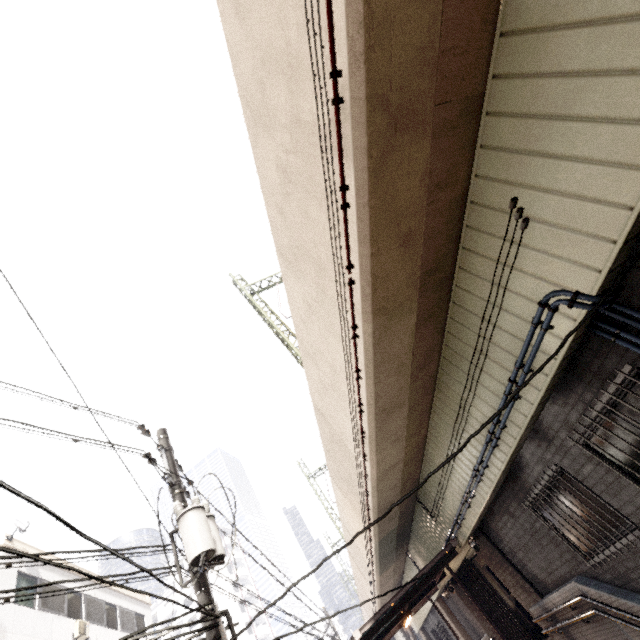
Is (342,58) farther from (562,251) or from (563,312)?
(563,312)

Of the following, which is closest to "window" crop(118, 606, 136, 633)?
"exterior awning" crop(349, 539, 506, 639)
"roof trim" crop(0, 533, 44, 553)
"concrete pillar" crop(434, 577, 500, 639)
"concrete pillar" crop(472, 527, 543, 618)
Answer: "roof trim" crop(0, 533, 44, 553)

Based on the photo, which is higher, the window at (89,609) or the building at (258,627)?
the building at (258,627)

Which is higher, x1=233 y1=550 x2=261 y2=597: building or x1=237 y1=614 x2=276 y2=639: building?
x1=233 y1=550 x2=261 y2=597: building

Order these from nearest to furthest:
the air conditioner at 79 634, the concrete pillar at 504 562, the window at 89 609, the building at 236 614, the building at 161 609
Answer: the concrete pillar at 504 562 < the air conditioner at 79 634 < the window at 89 609 < the building at 236 614 < the building at 161 609

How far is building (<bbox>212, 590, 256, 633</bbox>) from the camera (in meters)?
49.72

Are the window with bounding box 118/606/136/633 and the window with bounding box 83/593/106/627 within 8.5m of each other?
yes

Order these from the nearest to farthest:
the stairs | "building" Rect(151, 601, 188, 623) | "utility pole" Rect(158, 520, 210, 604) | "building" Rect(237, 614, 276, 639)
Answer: "utility pole" Rect(158, 520, 210, 604), the stairs, "building" Rect(237, 614, 276, 639), "building" Rect(151, 601, 188, 623)
